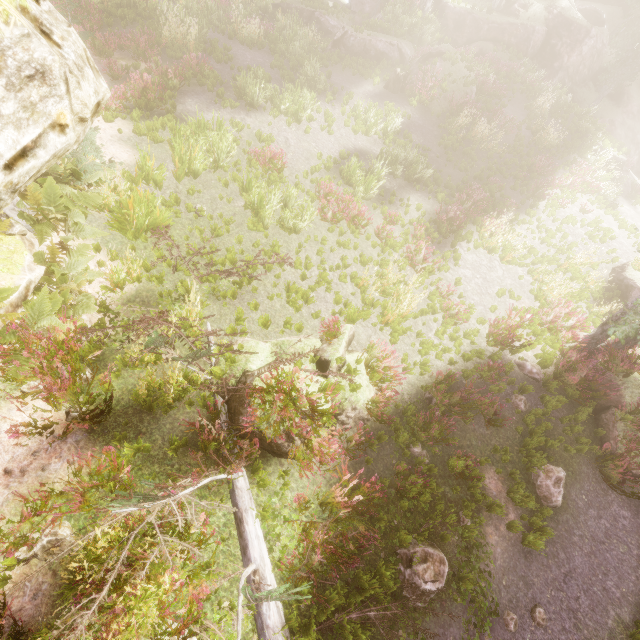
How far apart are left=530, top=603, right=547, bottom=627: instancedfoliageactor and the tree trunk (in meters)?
21.40

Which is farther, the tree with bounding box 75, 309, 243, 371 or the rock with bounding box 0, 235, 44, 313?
the rock with bounding box 0, 235, 44, 313

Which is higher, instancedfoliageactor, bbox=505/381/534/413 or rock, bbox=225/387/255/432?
rock, bbox=225/387/255/432

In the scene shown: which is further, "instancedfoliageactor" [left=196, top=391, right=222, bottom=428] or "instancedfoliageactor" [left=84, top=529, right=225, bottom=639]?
"instancedfoliageactor" [left=196, top=391, right=222, bottom=428]

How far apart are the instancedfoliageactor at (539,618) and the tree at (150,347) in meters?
8.1

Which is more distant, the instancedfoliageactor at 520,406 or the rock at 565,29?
the rock at 565,29

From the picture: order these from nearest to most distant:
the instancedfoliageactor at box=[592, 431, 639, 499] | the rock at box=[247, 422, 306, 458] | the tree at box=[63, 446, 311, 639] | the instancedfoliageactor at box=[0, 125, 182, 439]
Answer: the tree at box=[63, 446, 311, 639] < the instancedfoliageactor at box=[0, 125, 182, 439] < the rock at box=[247, 422, 306, 458] < the instancedfoliageactor at box=[592, 431, 639, 499]

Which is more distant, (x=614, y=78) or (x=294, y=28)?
(x=614, y=78)
